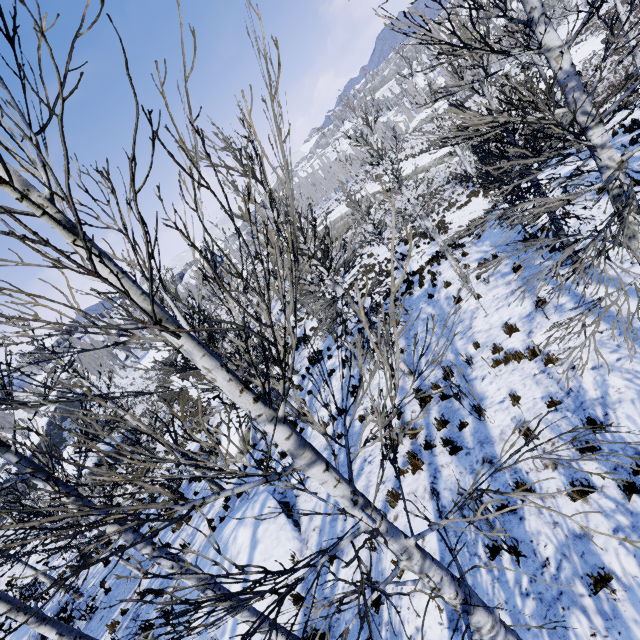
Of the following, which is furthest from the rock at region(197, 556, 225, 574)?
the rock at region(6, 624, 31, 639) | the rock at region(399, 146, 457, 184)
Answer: the rock at region(399, 146, 457, 184)

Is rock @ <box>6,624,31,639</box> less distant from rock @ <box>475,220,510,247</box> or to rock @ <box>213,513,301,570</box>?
rock @ <box>213,513,301,570</box>

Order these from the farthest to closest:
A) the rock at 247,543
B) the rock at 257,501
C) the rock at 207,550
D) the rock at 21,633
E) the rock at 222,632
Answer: the rock at 21,633, the rock at 257,501, the rock at 207,550, the rock at 247,543, the rock at 222,632

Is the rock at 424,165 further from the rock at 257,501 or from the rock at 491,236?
the rock at 257,501

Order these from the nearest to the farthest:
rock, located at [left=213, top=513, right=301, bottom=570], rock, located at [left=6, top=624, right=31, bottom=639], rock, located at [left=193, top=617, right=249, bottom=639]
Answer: rock, located at [left=193, top=617, right=249, bottom=639] → rock, located at [left=213, top=513, right=301, bottom=570] → rock, located at [left=6, top=624, right=31, bottom=639]

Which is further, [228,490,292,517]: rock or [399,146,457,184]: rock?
[399,146,457,184]: rock

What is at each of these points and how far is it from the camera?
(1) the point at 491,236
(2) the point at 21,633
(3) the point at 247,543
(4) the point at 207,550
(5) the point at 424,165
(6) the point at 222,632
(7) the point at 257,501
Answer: (1) rock, 14.33m
(2) rock, 13.27m
(3) rock, 8.66m
(4) rock, 10.22m
(5) rock, 45.56m
(6) rock, 7.25m
(7) rock, 9.69m
